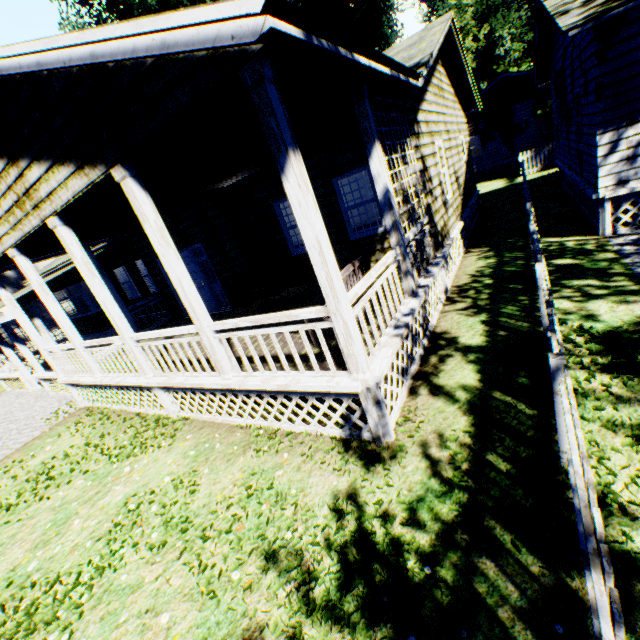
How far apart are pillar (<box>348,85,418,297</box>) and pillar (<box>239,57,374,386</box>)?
2.3 meters

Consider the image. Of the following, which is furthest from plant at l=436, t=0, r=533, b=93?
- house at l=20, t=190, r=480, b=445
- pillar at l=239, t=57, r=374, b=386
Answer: pillar at l=239, t=57, r=374, b=386

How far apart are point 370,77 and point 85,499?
7.9 meters

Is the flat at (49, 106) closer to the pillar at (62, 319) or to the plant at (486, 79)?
the pillar at (62, 319)

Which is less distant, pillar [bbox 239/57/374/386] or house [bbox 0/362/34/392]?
pillar [bbox 239/57/374/386]

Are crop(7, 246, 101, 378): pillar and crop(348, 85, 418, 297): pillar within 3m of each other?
no

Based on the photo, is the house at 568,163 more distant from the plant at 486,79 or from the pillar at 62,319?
the pillar at 62,319

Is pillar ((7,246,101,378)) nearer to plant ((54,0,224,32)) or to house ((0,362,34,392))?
house ((0,362,34,392))
